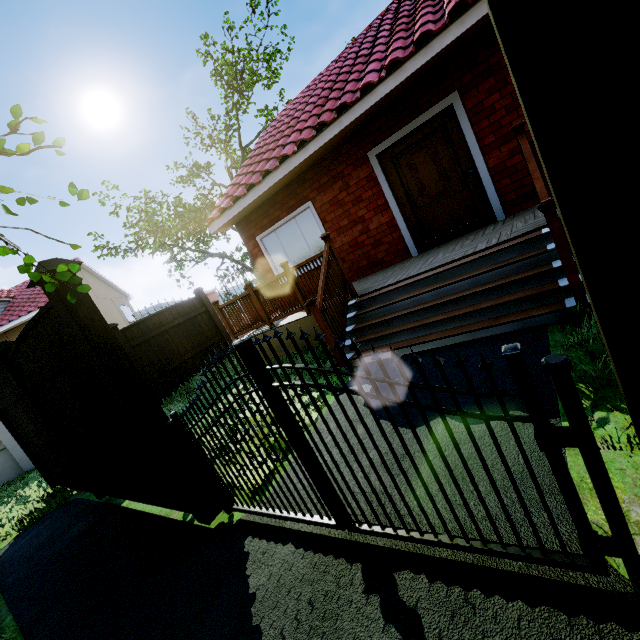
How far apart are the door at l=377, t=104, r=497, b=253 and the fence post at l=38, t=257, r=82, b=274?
5.44m

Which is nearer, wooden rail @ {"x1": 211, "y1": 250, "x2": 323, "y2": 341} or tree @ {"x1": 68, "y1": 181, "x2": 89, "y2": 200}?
tree @ {"x1": 68, "y1": 181, "x2": 89, "y2": 200}

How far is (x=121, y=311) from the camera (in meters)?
26.38

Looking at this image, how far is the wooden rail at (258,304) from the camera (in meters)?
5.88

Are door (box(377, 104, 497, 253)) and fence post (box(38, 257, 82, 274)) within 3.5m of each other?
no

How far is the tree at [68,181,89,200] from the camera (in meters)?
1.55

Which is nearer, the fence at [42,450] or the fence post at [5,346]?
the fence post at [5,346]

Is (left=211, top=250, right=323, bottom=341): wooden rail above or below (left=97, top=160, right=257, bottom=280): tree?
below
